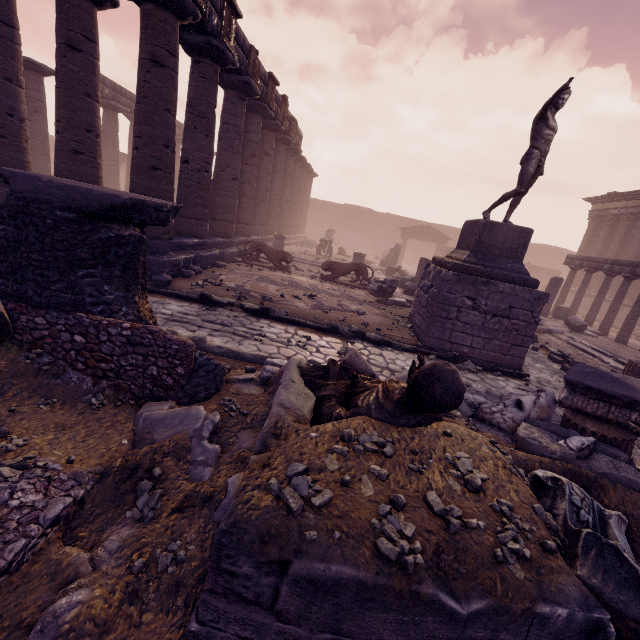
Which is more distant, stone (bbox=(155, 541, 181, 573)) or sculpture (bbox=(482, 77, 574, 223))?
sculpture (bbox=(482, 77, 574, 223))

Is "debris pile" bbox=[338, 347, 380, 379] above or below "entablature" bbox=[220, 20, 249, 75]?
below

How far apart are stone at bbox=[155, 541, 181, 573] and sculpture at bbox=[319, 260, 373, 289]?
11.4 meters

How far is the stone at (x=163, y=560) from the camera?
2.0m

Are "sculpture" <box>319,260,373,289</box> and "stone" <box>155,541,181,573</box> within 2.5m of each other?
no

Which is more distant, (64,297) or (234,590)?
(64,297)

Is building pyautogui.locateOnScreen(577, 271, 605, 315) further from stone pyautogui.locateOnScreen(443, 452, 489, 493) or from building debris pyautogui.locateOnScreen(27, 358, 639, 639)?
stone pyautogui.locateOnScreen(443, 452, 489, 493)

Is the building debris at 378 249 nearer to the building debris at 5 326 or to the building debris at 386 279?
the building debris at 386 279
